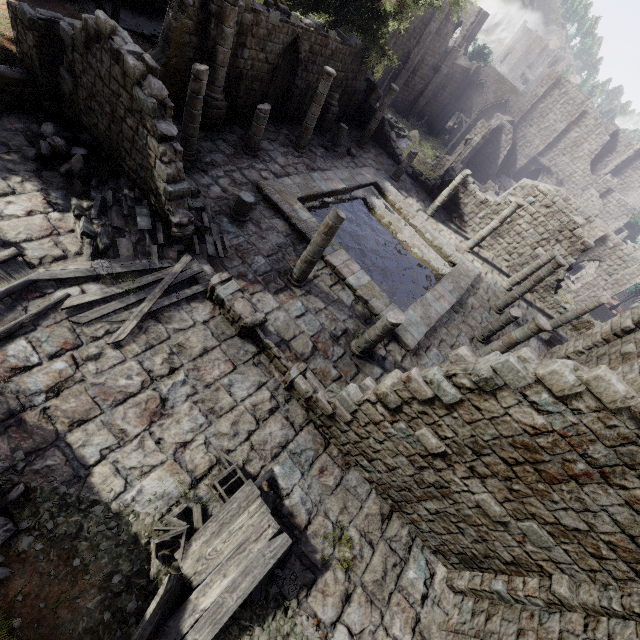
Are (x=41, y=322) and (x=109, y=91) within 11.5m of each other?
yes

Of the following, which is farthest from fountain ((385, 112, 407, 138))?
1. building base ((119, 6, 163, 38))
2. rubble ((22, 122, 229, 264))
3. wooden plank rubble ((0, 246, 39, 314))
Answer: wooden plank rubble ((0, 246, 39, 314))

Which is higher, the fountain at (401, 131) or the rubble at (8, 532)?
the rubble at (8, 532)

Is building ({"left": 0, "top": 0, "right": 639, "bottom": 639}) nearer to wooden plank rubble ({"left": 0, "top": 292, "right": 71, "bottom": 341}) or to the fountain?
wooden plank rubble ({"left": 0, "top": 292, "right": 71, "bottom": 341})

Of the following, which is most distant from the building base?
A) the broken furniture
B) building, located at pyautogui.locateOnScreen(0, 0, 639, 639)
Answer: the broken furniture

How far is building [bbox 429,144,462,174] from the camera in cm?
3200

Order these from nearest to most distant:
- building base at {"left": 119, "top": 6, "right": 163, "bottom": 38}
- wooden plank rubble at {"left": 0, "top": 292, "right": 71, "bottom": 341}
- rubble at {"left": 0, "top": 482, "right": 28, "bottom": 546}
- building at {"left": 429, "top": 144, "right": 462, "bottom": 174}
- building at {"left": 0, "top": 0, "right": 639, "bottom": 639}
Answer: rubble at {"left": 0, "top": 482, "right": 28, "bottom": 546}
building at {"left": 0, "top": 0, "right": 639, "bottom": 639}
wooden plank rubble at {"left": 0, "top": 292, "right": 71, "bottom": 341}
building base at {"left": 119, "top": 6, "right": 163, "bottom": 38}
building at {"left": 429, "top": 144, "right": 462, "bottom": 174}

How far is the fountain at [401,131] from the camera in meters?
34.8
